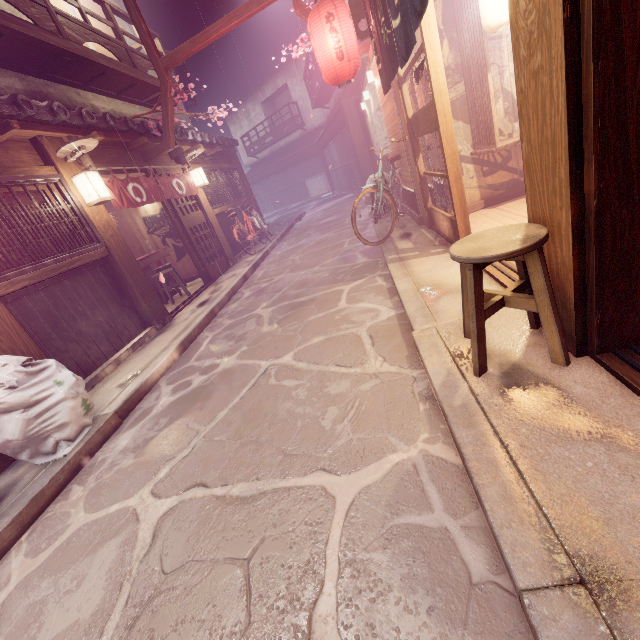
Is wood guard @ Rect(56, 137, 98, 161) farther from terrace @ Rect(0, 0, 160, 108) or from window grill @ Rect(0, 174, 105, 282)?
terrace @ Rect(0, 0, 160, 108)

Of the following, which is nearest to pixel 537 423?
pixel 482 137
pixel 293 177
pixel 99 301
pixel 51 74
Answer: pixel 482 137

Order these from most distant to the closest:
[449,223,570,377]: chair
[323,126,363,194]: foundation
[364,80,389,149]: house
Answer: [323,126,363,194]: foundation < [364,80,389,149]: house < [449,223,570,377]: chair

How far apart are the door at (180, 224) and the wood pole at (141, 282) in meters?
3.7 m

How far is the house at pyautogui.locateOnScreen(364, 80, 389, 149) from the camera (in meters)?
12.83

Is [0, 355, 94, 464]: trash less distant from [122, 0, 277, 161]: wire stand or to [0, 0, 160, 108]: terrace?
[0, 0, 160, 108]: terrace

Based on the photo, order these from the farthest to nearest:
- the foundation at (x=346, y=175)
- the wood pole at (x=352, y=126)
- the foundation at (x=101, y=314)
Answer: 1. the foundation at (x=346, y=175)
2. the wood pole at (x=352, y=126)
3. the foundation at (x=101, y=314)

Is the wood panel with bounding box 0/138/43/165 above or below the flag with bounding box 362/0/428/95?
above
